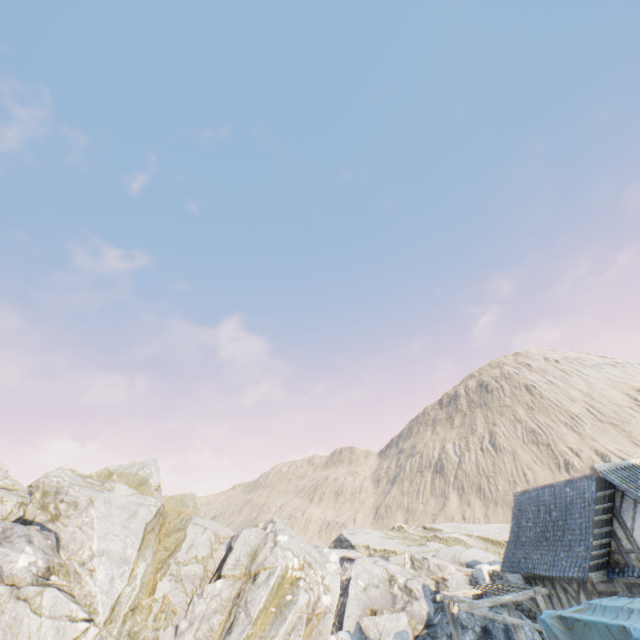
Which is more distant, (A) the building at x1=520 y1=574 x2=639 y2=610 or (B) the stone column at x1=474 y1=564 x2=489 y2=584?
(B) the stone column at x1=474 y1=564 x2=489 y2=584

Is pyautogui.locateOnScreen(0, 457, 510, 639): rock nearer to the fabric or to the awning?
the awning

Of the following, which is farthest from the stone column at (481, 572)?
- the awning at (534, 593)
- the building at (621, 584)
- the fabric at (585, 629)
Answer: the fabric at (585, 629)

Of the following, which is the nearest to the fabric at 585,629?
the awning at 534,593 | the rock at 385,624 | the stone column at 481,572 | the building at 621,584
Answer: the building at 621,584

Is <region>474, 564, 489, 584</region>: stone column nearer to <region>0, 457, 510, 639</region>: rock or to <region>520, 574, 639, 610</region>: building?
<region>0, 457, 510, 639</region>: rock

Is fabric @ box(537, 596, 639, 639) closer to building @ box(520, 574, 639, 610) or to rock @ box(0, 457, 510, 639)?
building @ box(520, 574, 639, 610)

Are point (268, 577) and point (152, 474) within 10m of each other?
no
